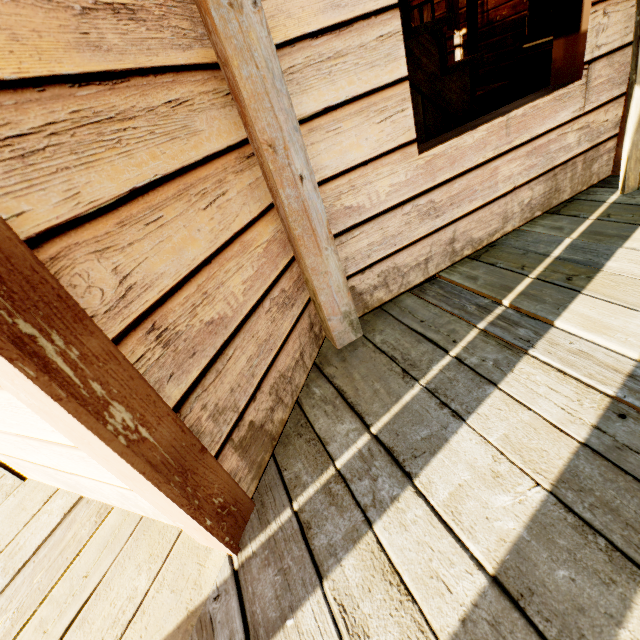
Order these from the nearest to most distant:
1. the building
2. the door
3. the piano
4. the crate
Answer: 1. the building
2. the piano
3. the crate
4. the door

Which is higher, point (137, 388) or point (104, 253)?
point (104, 253)

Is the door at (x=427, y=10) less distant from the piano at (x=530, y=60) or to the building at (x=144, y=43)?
the building at (x=144, y=43)

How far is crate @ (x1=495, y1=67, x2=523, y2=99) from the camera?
5.9 meters

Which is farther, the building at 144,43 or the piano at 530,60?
the piano at 530,60

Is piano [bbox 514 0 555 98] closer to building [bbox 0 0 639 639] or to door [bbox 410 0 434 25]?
building [bbox 0 0 639 639]

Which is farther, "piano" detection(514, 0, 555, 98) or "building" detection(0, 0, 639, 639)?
"piano" detection(514, 0, 555, 98)
